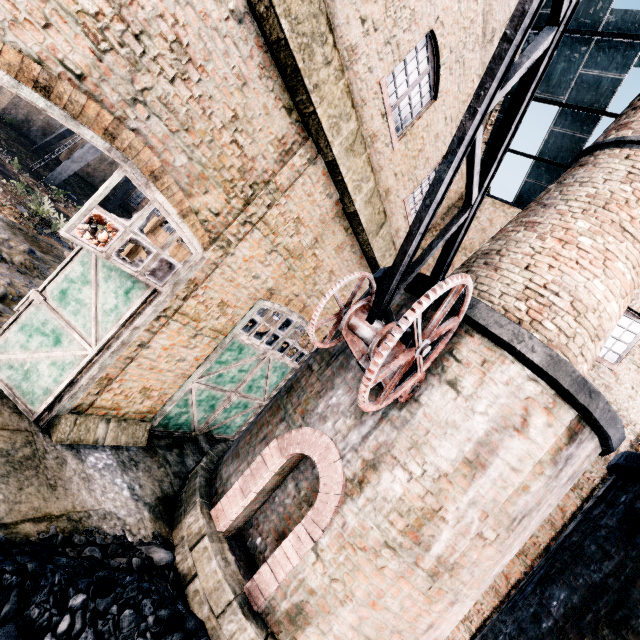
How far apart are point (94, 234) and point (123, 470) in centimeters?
508cm

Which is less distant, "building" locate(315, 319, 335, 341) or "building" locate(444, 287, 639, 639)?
"building" locate(444, 287, 639, 639)

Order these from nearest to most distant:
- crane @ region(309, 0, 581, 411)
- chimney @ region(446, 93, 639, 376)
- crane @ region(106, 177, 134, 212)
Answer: crane @ region(309, 0, 581, 411), chimney @ region(446, 93, 639, 376), crane @ region(106, 177, 134, 212)

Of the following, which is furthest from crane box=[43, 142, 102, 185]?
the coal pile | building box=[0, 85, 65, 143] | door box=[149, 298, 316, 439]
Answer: the coal pile

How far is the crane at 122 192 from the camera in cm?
4197

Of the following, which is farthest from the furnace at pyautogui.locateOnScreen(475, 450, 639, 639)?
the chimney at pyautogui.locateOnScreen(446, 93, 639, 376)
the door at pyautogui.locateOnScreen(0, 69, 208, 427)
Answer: the door at pyautogui.locateOnScreen(0, 69, 208, 427)

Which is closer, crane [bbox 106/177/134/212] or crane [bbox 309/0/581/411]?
crane [bbox 309/0/581/411]

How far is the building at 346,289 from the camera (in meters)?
11.20
